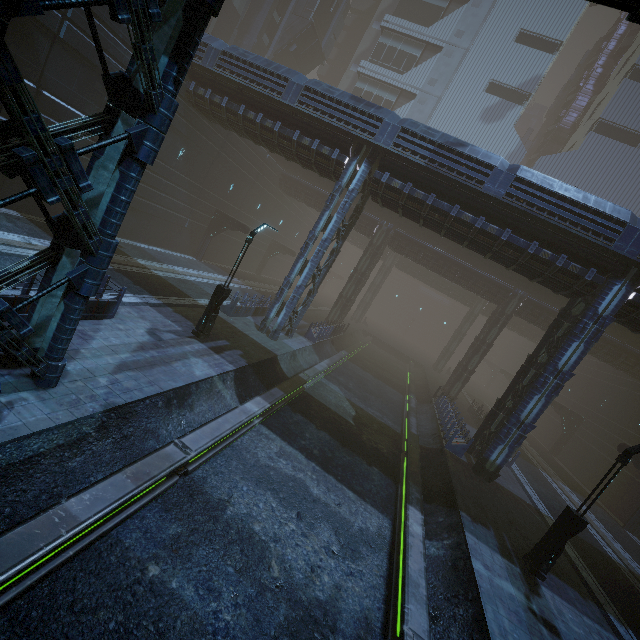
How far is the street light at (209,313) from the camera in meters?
13.2 m

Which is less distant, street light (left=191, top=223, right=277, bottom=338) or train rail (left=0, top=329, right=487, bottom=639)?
train rail (left=0, top=329, right=487, bottom=639)

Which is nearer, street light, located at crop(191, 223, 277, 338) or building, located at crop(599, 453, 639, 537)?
street light, located at crop(191, 223, 277, 338)

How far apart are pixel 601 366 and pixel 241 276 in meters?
39.6

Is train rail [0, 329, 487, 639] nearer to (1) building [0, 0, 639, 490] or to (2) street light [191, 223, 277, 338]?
(1) building [0, 0, 639, 490]

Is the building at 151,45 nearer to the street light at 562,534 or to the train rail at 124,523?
the train rail at 124,523

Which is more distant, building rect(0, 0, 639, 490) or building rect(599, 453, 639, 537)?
building rect(599, 453, 639, 537)

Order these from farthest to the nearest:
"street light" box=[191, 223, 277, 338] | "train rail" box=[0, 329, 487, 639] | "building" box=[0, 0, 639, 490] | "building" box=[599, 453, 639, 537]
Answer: "building" box=[599, 453, 639, 537]
"street light" box=[191, 223, 277, 338]
"building" box=[0, 0, 639, 490]
"train rail" box=[0, 329, 487, 639]
